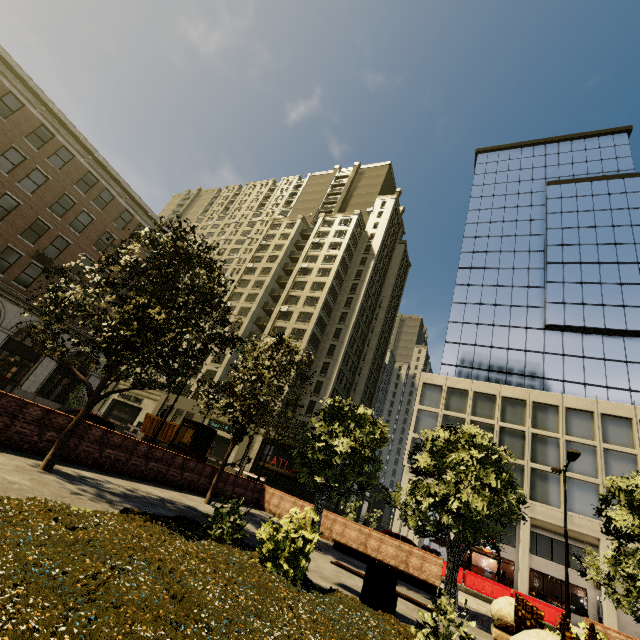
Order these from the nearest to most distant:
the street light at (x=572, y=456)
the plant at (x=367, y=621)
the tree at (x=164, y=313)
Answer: the plant at (x=367, y=621), the tree at (x=164, y=313), the street light at (x=572, y=456)

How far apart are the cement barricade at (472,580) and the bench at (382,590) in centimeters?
1900cm

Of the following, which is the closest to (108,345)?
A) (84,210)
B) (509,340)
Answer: (84,210)

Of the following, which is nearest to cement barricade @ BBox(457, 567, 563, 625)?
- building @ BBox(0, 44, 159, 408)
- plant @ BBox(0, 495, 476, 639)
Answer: building @ BBox(0, 44, 159, 408)

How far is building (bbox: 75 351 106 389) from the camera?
28.93m

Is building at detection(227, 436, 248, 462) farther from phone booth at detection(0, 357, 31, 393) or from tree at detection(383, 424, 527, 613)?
tree at detection(383, 424, 527, 613)

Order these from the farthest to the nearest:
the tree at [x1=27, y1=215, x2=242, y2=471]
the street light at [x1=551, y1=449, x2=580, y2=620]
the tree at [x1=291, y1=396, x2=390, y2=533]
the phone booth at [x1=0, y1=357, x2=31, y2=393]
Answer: the phone booth at [x1=0, y1=357, x2=31, y2=393] → the street light at [x1=551, y1=449, x2=580, y2=620] → the tree at [x1=291, y1=396, x2=390, y2=533] → the tree at [x1=27, y1=215, x2=242, y2=471]

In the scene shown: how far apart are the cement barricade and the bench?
19.00m
